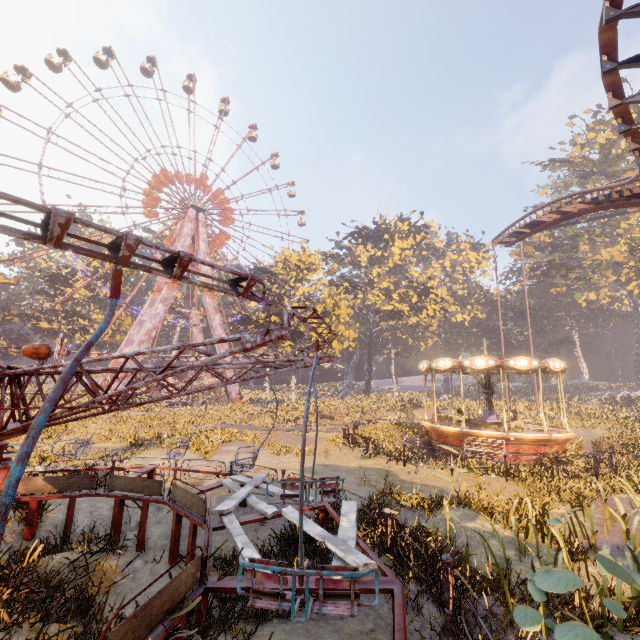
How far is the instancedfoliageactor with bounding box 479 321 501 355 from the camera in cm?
5405

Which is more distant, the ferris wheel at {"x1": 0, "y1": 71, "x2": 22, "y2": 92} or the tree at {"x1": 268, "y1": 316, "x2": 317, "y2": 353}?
the ferris wheel at {"x1": 0, "y1": 71, "x2": 22, "y2": 92}

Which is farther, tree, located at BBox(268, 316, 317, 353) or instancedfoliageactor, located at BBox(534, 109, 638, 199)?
instancedfoliageactor, located at BBox(534, 109, 638, 199)

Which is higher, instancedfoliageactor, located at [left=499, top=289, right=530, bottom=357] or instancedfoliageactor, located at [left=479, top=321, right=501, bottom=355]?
instancedfoliageactor, located at [left=499, top=289, right=530, bottom=357]

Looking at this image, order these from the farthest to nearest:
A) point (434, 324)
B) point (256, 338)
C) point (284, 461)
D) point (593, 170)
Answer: point (434, 324) < point (593, 170) < point (284, 461) < point (256, 338)

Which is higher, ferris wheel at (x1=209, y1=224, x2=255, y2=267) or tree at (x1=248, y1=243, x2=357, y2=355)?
ferris wheel at (x1=209, y1=224, x2=255, y2=267)

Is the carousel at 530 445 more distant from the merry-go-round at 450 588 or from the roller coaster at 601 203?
the merry-go-round at 450 588

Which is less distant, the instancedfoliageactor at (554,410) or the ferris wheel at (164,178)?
the instancedfoliageactor at (554,410)
